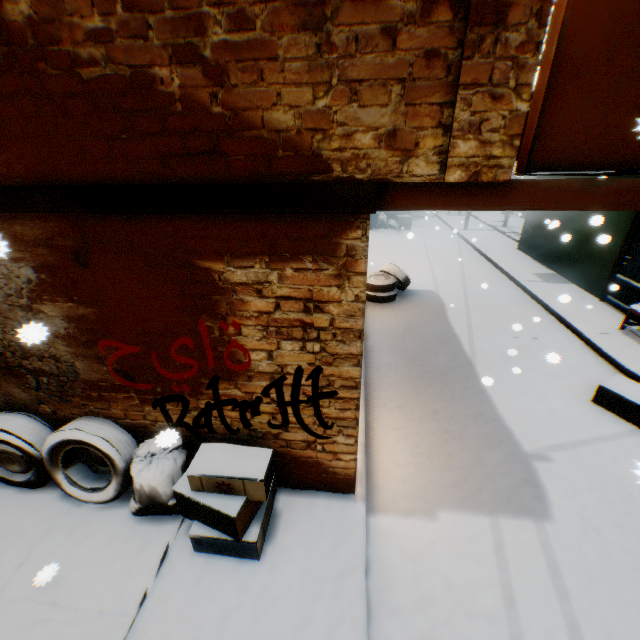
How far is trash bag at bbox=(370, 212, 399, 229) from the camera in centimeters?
1722cm

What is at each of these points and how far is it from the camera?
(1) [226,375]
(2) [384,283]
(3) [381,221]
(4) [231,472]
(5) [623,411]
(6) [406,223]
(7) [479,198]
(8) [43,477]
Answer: (1) building, 3.1 meters
(2) wheel, 8.7 meters
(3) trash bag, 17.3 meters
(4) cardboard box, 2.9 meters
(5) cardboard box, 4.9 meters
(6) cardboard box, 17.0 meters
(7) balcony, 2.2 meters
(8) wheel, 3.7 meters

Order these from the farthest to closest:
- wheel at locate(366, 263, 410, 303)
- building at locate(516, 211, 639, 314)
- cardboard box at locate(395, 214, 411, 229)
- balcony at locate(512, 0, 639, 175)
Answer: cardboard box at locate(395, 214, 411, 229) → wheel at locate(366, 263, 410, 303) → building at locate(516, 211, 639, 314) → balcony at locate(512, 0, 639, 175)

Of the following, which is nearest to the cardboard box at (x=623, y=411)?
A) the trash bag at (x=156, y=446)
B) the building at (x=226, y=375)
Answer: the building at (x=226, y=375)

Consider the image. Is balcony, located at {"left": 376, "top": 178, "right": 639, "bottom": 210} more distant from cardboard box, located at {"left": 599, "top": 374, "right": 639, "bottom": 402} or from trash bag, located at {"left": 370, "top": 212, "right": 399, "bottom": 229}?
trash bag, located at {"left": 370, "top": 212, "right": 399, "bottom": 229}

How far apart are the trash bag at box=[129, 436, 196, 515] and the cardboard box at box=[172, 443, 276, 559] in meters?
0.1 m

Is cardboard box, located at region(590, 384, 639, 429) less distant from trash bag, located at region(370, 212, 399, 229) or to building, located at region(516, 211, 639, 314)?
building, located at region(516, 211, 639, 314)

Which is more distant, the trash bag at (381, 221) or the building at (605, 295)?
the trash bag at (381, 221)
